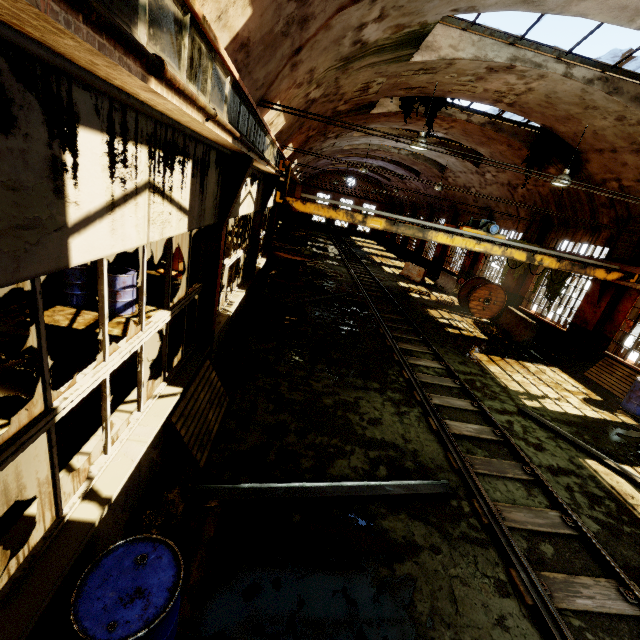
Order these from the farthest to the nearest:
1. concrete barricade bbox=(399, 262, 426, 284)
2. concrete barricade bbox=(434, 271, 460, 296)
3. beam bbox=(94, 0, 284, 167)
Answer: concrete barricade bbox=(399, 262, 426, 284) → concrete barricade bbox=(434, 271, 460, 296) → beam bbox=(94, 0, 284, 167)

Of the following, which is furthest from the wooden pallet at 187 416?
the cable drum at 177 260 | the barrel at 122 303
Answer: the cable drum at 177 260

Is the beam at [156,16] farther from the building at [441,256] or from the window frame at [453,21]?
the window frame at [453,21]

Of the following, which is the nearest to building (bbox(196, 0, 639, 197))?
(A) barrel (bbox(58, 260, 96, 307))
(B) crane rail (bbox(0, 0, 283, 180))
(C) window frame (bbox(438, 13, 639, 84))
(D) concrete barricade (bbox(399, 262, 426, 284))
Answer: (C) window frame (bbox(438, 13, 639, 84))

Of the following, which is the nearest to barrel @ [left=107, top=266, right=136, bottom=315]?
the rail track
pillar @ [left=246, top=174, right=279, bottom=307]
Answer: pillar @ [left=246, top=174, right=279, bottom=307]

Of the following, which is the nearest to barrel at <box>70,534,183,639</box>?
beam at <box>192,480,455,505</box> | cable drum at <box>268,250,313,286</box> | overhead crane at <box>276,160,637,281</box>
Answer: beam at <box>192,480,455,505</box>

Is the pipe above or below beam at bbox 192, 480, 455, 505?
above

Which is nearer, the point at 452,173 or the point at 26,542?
the point at 26,542
